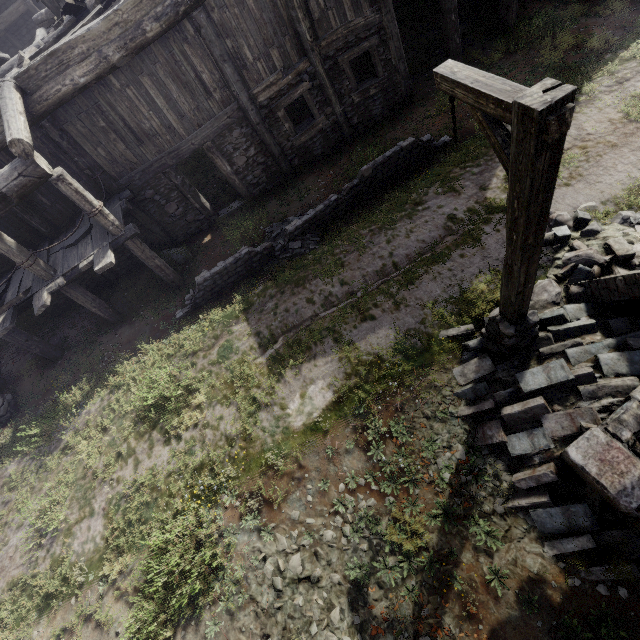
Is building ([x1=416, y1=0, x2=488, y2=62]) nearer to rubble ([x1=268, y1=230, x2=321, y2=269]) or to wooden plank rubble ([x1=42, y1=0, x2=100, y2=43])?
wooden plank rubble ([x1=42, y1=0, x2=100, y2=43])

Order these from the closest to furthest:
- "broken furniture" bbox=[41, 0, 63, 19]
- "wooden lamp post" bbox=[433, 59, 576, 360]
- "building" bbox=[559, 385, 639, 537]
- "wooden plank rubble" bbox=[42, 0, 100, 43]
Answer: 1. "wooden lamp post" bbox=[433, 59, 576, 360]
2. "building" bbox=[559, 385, 639, 537]
3. "wooden plank rubble" bbox=[42, 0, 100, 43]
4. "broken furniture" bbox=[41, 0, 63, 19]

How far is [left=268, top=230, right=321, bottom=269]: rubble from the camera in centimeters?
933cm

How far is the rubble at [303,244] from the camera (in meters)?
9.33

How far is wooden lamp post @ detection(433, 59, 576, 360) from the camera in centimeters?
246cm

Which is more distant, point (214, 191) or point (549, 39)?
point (214, 191)
